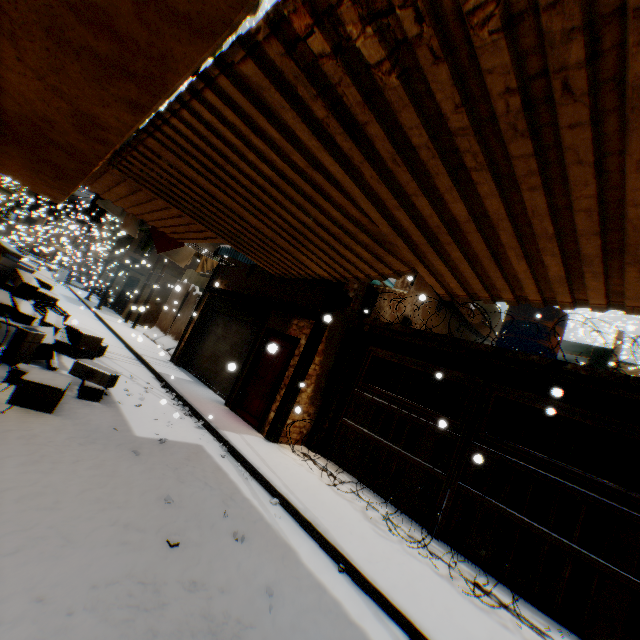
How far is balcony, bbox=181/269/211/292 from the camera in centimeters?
1686cm

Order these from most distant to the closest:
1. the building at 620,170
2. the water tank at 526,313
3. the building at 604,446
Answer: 1. the water tank at 526,313
2. the building at 604,446
3. the building at 620,170

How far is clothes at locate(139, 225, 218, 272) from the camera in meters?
10.0 m

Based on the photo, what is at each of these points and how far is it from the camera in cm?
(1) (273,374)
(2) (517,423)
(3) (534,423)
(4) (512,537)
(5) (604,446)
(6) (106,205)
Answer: (1) door, 841
(2) building, 1038
(3) building, 1009
(4) wooden gate, 511
(5) building, 888
(6) clothes, 900

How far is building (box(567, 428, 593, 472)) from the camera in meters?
9.1 m

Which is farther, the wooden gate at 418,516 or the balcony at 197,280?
the balcony at 197,280

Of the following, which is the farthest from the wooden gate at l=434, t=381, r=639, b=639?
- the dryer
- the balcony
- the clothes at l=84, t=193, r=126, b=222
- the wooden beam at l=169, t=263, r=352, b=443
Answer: the balcony
